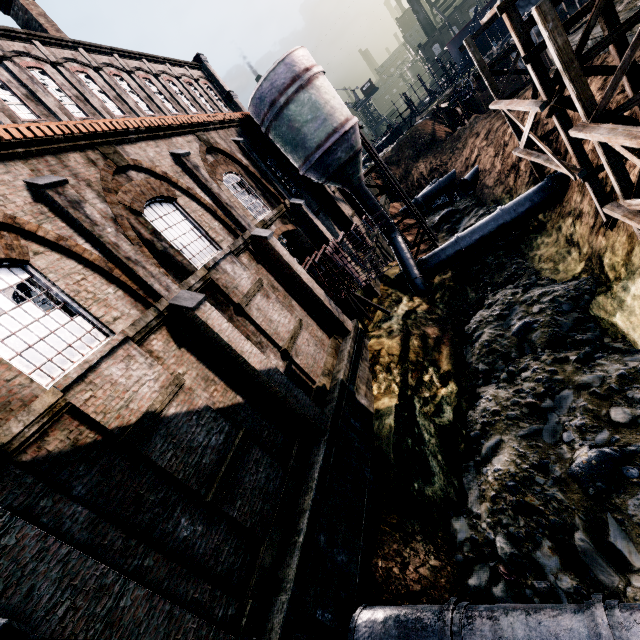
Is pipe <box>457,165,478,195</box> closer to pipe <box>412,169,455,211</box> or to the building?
pipe <box>412,169,455,211</box>

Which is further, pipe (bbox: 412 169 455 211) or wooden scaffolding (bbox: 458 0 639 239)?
pipe (bbox: 412 169 455 211)

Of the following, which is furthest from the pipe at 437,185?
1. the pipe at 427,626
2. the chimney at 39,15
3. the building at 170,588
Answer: the pipe at 427,626

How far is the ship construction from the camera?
16.8 meters

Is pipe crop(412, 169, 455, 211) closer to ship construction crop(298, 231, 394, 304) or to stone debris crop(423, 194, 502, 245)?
stone debris crop(423, 194, 502, 245)

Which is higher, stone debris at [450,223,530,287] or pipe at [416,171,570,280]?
pipe at [416,171,570,280]

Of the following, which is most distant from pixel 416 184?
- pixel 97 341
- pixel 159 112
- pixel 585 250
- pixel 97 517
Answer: pixel 97 517

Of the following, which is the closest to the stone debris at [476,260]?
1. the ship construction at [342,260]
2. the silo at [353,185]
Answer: the silo at [353,185]
